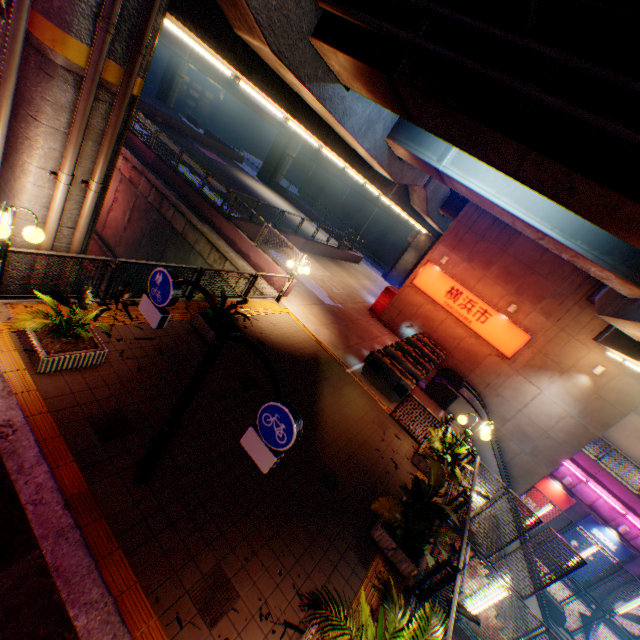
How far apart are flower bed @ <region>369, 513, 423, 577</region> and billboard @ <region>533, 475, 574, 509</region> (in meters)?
17.81

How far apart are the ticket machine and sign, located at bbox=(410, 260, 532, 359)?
5.75m

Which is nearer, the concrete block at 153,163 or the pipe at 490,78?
the pipe at 490,78

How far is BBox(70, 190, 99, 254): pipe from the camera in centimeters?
673cm

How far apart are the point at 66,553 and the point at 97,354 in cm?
334

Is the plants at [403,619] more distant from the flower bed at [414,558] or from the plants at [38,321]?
the plants at [38,321]

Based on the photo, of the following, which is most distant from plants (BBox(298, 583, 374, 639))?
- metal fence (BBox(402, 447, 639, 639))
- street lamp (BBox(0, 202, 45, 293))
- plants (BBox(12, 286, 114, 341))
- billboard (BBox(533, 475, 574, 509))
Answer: billboard (BBox(533, 475, 574, 509))

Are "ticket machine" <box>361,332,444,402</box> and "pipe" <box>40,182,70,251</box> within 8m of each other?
no
